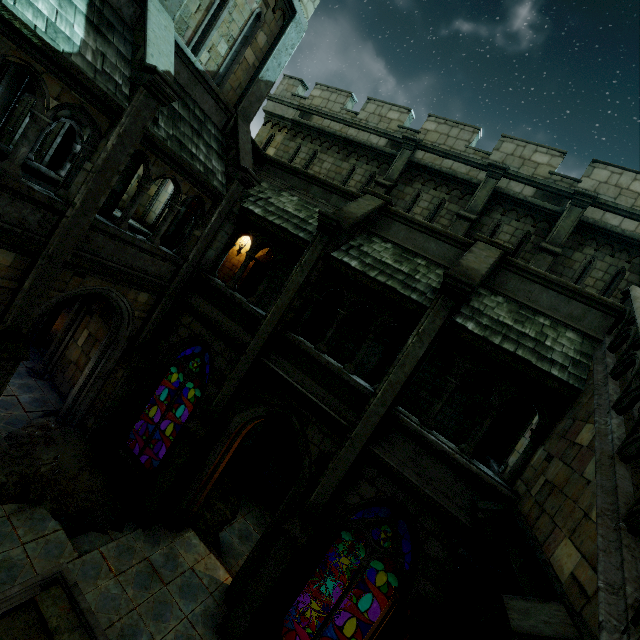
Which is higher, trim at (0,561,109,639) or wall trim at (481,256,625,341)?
wall trim at (481,256,625,341)

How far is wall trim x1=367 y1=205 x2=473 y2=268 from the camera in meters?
8.7 m

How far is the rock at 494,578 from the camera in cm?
556

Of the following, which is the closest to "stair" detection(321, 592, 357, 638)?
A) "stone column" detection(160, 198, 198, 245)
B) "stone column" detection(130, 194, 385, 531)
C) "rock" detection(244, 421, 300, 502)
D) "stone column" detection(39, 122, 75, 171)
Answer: "rock" detection(244, 421, 300, 502)

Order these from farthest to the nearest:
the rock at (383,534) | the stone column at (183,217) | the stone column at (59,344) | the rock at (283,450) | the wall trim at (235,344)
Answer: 1. the stone column at (183,217)
2. the rock at (383,534)
3. the rock at (283,450)
4. the stone column at (59,344)
5. the wall trim at (235,344)

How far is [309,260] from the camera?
8.41m

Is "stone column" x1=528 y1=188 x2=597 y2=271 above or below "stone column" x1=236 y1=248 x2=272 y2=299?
above

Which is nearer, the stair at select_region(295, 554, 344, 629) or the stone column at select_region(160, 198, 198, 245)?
the stair at select_region(295, 554, 344, 629)
